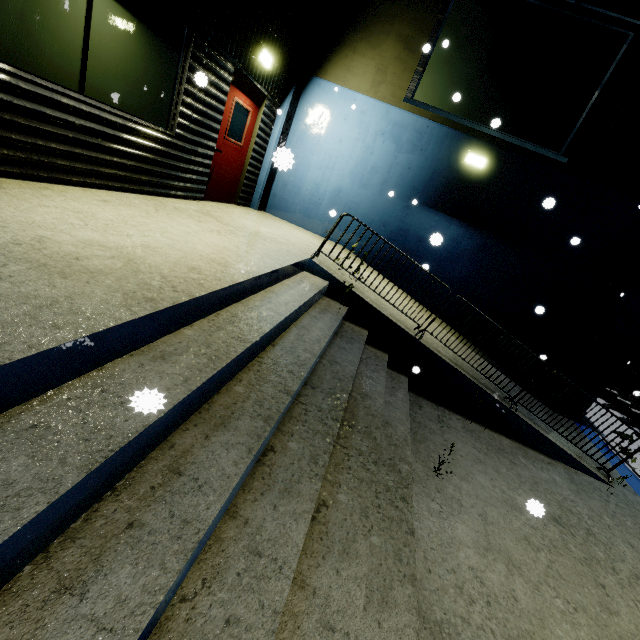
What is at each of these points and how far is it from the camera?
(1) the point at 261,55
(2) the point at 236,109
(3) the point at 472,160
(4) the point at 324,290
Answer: (1) light, 6.1 meters
(2) door, 6.6 meters
(3) light, 7.3 meters
(4) building, 5.6 meters

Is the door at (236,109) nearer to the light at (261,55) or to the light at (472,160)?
the light at (261,55)

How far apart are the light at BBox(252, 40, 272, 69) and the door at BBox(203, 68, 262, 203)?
0.3 meters

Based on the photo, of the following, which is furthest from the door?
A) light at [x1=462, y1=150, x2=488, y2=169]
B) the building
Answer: light at [x1=462, y1=150, x2=488, y2=169]

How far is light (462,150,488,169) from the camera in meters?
7.2

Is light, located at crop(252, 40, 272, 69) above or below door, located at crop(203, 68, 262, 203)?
above

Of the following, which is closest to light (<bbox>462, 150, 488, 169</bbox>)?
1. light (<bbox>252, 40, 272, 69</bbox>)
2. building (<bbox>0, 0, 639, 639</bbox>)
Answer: building (<bbox>0, 0, 639, 639</bbox>)
